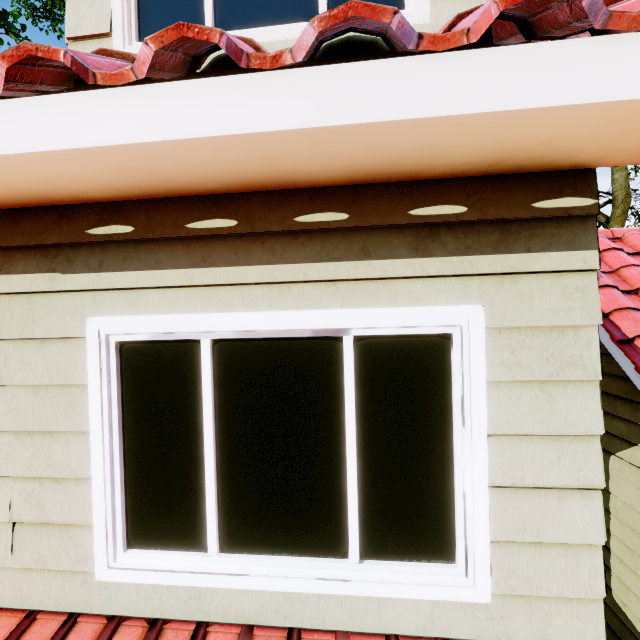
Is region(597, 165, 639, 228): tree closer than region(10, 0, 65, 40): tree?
Yes

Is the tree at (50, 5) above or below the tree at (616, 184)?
above

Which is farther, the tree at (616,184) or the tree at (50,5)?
the tree at (50,5)

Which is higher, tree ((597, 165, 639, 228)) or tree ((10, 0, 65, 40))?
tree ((10, 0, 65, 40))

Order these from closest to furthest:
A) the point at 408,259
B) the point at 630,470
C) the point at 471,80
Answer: the point at 471,80 < the point at 408,259 < the point at 630,470
